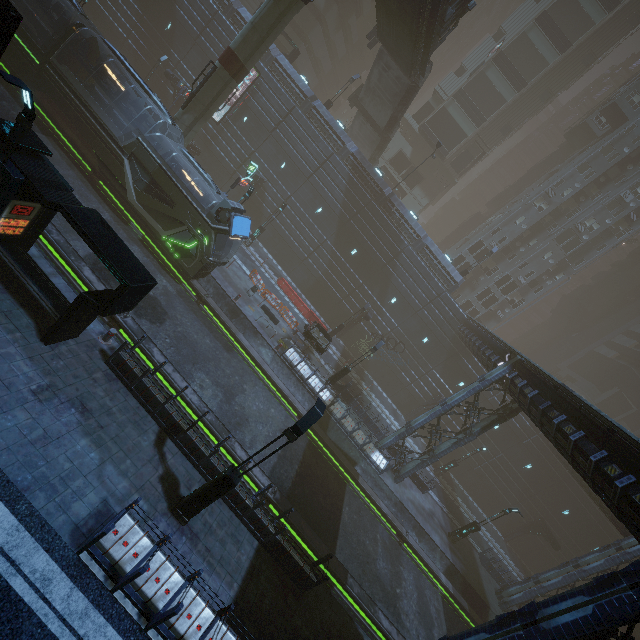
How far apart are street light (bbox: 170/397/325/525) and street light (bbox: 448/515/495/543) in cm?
2224

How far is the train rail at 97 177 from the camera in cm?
1388

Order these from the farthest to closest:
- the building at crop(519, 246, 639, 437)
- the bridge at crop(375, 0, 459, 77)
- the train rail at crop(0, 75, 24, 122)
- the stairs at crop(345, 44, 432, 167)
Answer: the building at crop(519, 246, 639, 437) → the stairs at crop(345, 44, 432, 167) → the bridge at crop(375, 0, 459, 77) → the train rail at crop(0, 75, 24, 122)

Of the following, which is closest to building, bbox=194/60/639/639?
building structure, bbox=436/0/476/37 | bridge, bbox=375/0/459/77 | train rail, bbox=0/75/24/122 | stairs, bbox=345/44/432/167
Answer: train rail, bbox=0/75/24/122

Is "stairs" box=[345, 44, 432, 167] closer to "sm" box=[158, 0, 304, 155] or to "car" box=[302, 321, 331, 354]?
"sm" box=[158, 0, 304, 155]

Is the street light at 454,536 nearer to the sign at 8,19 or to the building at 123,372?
the building at 123,372

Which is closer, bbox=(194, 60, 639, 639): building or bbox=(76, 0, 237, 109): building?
bbox=(194, 60, 639, 639): building

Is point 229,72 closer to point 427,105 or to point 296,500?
point 296,500
